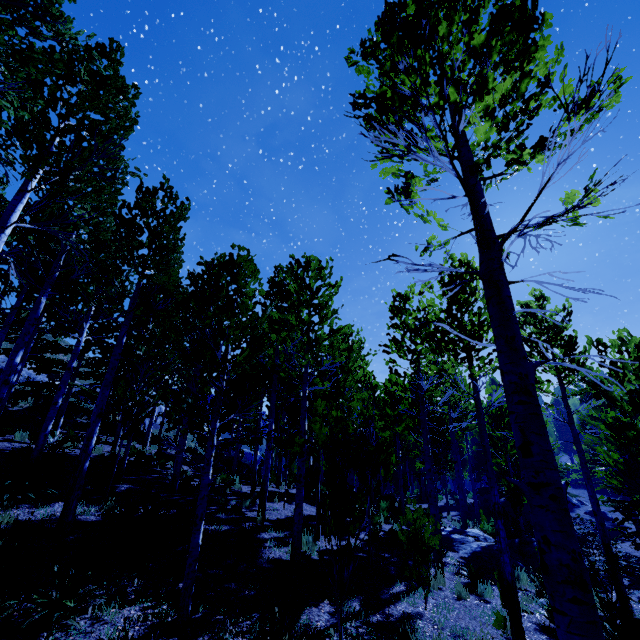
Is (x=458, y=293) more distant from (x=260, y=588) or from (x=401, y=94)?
(x=260, y=588)

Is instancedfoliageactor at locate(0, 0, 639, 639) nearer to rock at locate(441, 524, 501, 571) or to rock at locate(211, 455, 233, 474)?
rock at locate(441, 524, 501, 571)

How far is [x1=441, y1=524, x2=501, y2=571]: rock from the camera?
11.1m

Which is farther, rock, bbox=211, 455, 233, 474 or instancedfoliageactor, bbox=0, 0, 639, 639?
rock, bbox=211, 455, 233, 474

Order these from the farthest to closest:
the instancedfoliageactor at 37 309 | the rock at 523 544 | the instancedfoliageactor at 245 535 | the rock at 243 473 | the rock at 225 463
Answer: the rock at 243 473 < the rock at 225 463 < the rock at 523 544 < the instancedfoliageactor at 245 535 < the instancedfoliageactor at 37 309

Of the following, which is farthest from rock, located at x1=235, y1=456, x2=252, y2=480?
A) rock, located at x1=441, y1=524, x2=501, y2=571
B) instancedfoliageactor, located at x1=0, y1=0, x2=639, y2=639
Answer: rock, located at x1=441, y1=524, x2=501, y2=571

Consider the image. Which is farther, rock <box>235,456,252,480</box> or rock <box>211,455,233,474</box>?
rock <box>235,456,252,480</box>

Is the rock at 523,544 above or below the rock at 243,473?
below
